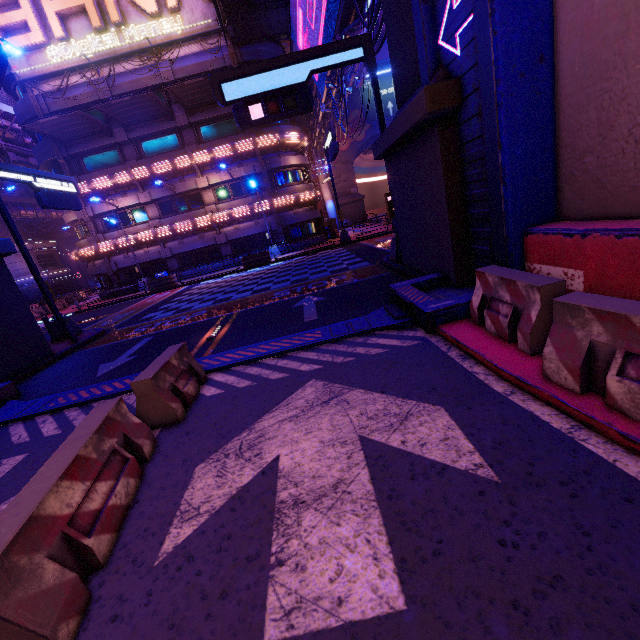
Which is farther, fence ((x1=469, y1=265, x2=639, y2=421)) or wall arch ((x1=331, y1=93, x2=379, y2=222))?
wall arch ((x1=331, y1=93, x2=379, y2=222))

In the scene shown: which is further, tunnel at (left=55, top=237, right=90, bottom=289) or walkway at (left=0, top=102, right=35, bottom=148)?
tunnel at (left=55, top=237, right=90, bottom=289)

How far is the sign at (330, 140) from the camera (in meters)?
18.62

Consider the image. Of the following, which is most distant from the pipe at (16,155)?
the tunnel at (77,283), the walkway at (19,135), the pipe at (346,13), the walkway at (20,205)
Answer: the pipe at (346,13)

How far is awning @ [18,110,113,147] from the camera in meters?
21.3 m

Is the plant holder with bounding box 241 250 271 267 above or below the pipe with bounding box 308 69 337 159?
below

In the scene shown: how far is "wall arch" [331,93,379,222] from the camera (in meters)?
45.19

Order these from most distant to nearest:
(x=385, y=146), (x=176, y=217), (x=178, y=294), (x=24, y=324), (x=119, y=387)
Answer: (x=176, y=217) → (x=178, y=294) → (x=24, y=324) → (x=385, y=146) → (x=119, y=387)
